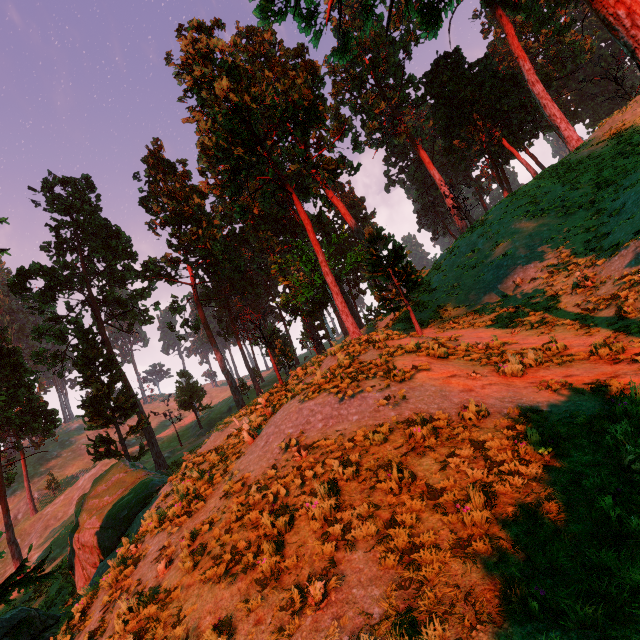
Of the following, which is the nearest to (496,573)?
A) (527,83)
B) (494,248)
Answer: (494,248)

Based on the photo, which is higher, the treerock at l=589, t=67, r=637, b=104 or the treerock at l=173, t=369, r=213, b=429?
the treerock at l=589, t=67, r=637, b=104

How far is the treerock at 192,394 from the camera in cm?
4344

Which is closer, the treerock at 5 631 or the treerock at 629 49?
the treerock at 629 49

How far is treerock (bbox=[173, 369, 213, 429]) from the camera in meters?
43.4

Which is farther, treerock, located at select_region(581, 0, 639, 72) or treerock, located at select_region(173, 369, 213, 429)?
treerock, located at select_region(173, 369, 213, 429)

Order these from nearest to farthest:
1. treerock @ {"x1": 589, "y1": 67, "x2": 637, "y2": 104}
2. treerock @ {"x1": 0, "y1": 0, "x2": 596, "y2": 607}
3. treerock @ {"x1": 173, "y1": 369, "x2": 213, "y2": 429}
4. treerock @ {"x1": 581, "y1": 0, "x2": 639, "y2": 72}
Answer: treerock @ {"x1": 581, "y1": 0, "x2": 639, "y2": 72} < treerock @ {"x1": 0, "y1": 0, "x2": 596, "y2": 607} < treerock @ {"x1": 589, "y1": 67, "x2": 637, "y2": 104} < treerock @ {"x1": 173, "y1": 369, "x2": 213, "y2": 429}
